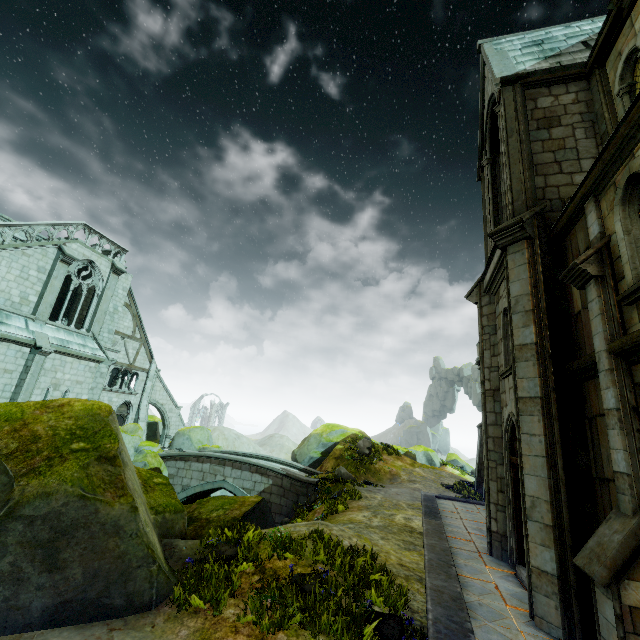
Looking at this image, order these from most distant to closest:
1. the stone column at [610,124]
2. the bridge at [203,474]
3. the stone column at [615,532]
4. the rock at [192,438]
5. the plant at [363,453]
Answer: the rock at [192,438] < the plant at [363,453] < the bridge at [203,474] < the stone column at [610,124] < the stone column at [615,532]

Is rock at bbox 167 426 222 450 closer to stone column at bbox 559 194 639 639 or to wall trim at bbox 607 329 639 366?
stone column at bbox 559 194 639 639

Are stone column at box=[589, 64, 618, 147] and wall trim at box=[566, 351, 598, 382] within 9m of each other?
yes

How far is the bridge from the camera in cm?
1873

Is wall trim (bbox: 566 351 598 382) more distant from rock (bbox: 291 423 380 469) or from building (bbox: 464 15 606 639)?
rock (bbox: 291 423 380 469)

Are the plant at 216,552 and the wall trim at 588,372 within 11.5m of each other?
yes

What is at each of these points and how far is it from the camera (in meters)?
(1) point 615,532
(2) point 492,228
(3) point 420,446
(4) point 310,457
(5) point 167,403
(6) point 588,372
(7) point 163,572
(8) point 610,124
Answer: (1) stone column, 4.94
(2) building, 11.97
(3) rock, 33.59
(4) rock, 25.19
(5) buttress, 31.38
(6) wall trim, 6.61
(7) rock, 6.11
(8) stone column, 8.49

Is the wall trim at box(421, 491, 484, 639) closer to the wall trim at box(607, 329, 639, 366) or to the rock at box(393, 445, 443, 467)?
the wall trim at box(607, 329, 639, 366)
